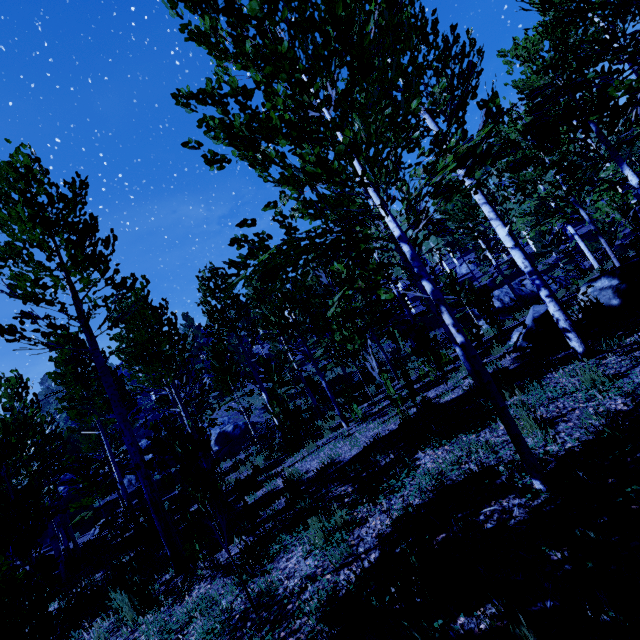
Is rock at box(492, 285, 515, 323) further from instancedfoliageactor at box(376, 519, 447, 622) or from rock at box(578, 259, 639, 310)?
rock at box(578, 259, 639, 310)

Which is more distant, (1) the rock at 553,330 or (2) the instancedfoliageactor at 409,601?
(1) the rock at 553,330

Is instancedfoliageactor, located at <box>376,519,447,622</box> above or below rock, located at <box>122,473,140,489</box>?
below

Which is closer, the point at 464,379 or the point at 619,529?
the point at 619,529

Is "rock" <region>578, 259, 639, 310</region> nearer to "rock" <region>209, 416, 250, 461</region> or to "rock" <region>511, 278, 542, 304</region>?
"rock" <region>511, 278, 542, 304</region>

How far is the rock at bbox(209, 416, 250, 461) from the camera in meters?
23.9 m

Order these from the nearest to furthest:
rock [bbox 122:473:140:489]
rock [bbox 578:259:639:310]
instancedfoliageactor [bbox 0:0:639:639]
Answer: instancedfoliageactor [bbox 0:0:639:639], rock [bbox 578:259:639:310], rock [bbox 122:473:140:489]

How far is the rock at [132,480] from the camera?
28.6 meters
